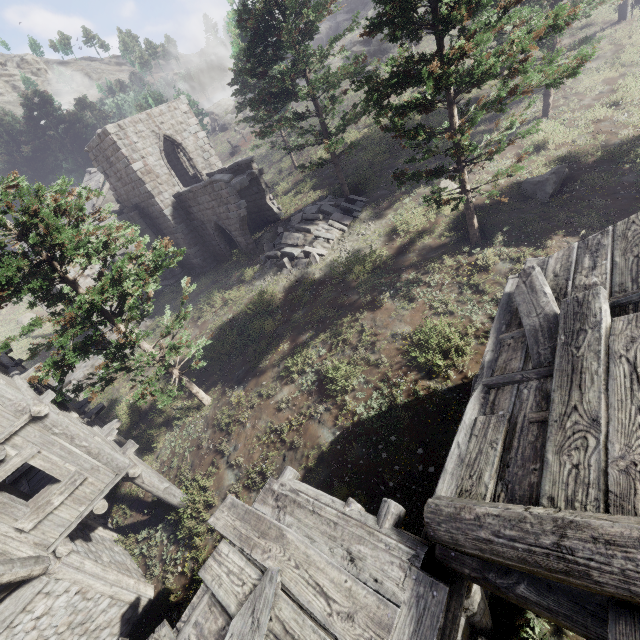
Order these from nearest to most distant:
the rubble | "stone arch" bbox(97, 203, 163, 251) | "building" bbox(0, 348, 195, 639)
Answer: "building" bbox(0, 348, 195, 639)
the rubble
"stone arch" bbox(97, 203, 163, 251)

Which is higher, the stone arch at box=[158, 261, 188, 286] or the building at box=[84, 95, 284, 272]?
the building at box=[84, 95, 284, 272]

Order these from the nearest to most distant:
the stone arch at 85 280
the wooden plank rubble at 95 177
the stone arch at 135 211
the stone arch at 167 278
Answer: the stone arch at 85 280
the stone arch at 135 211
the stone arch at 167 278
the wooden plank rubble at 95 177

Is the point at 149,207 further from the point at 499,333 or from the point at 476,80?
the point at 499,333

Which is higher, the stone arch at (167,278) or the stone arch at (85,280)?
the stone arch at (85,280)

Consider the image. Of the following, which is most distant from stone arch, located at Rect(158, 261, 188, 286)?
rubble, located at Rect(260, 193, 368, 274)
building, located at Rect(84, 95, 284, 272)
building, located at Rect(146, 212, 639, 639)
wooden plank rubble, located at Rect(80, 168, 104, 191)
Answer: wooden plank rubble, located at Rect(80, 168, 104, 191)

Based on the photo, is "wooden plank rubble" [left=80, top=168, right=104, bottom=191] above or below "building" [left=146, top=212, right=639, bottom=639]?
above
